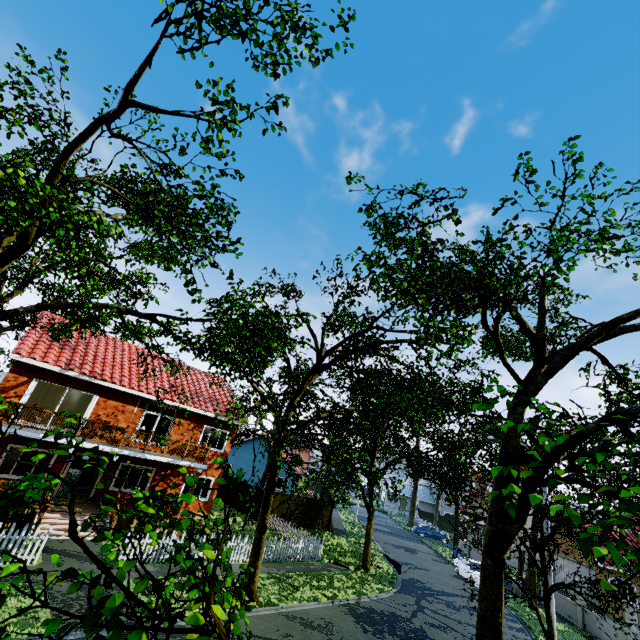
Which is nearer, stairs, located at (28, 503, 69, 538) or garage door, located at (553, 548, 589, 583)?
stairs, located at (28, 503, 69, 538)

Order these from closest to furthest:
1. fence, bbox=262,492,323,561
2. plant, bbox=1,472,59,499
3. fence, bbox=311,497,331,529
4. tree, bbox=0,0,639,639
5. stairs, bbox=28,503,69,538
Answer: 1. tree, bbox=0,0,639,639
2. plant, bbox=1,472,59,499
3. stairs, bbox=28,503,69,538
4. fence, bbox=262,492,323,561
5. fence, bbox=311,497,331,529

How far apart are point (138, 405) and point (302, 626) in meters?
13.9

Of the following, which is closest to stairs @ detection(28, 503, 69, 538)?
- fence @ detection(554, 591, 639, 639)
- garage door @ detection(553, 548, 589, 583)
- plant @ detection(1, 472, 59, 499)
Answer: plant @ detection(1, 472, 59, 499)

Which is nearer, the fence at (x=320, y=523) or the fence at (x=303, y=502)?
the fence at (x=303, y=502)

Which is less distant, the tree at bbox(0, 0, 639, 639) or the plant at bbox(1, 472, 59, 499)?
the tree at bbox(0, 0, 639, 639)

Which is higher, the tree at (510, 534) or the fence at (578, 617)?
the tree at (510, 534)

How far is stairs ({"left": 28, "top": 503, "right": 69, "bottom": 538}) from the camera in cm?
1330
